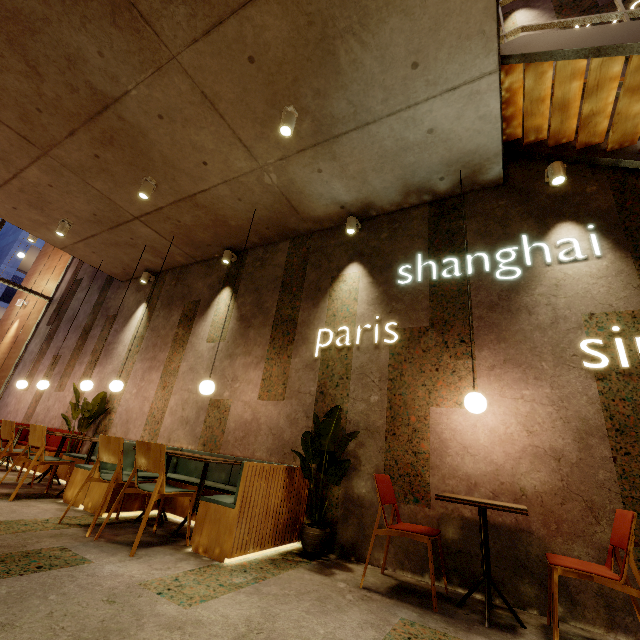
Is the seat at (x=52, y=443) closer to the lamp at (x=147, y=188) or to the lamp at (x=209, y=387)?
the lamp at (x=209, y=387)

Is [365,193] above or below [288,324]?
above

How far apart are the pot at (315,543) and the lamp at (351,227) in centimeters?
397cm

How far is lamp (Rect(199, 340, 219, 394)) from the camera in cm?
409

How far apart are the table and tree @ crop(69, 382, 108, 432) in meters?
6.3

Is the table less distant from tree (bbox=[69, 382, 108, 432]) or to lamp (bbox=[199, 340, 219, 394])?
lamp (bbox=[199, 340, 219, 394])

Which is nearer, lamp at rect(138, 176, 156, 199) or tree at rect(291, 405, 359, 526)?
tree at rect(291, 405, 359, 526)

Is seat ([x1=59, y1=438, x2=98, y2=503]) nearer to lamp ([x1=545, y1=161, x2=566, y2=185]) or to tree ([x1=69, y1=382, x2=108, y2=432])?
tree ([x1=69, y1=382, x2=108, y2=432])
